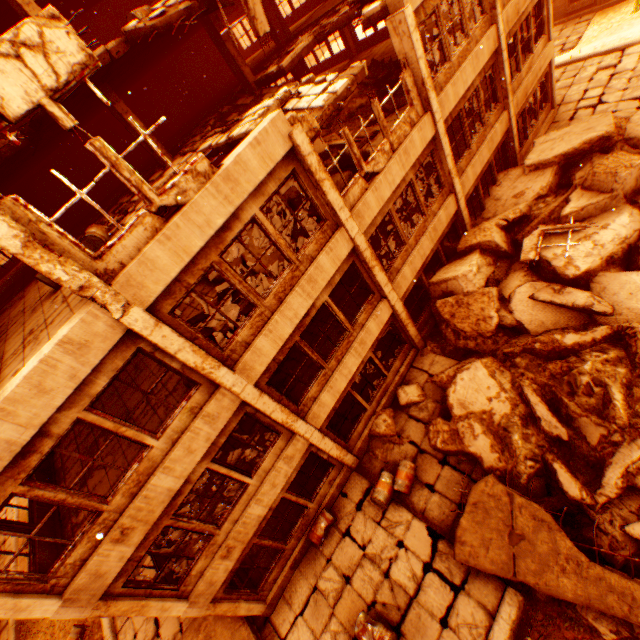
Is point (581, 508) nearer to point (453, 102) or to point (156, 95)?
point (453, 102)

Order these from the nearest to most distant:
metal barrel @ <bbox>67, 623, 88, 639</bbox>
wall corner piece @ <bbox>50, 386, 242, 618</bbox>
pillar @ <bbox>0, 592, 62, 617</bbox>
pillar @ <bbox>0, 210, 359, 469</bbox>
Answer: pillar @ <bbox>0, 210, 359, 469</bbox> < pillar @ <bbox>0, 592, 62, 617</bbox> < wall corner piece @ <bbox>50, 386, 242, 618</bbox> < metal barrel @ <bbox>67, 623, 88, 639</bbox>

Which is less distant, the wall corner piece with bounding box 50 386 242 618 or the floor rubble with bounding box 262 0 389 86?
the wall corner piece with bounding box 50 386 242 618

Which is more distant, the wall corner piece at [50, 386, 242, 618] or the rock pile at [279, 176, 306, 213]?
the rock pile at [279, 176, 306, 213]

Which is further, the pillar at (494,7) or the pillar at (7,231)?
the pillar at (494,7)

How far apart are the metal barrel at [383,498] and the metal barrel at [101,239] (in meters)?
10.18

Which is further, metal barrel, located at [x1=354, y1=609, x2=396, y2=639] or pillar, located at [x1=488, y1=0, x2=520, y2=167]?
pillar, located at [x1=488, y1=0, x2=520, y2=167]

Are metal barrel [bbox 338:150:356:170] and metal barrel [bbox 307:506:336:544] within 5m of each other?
no
